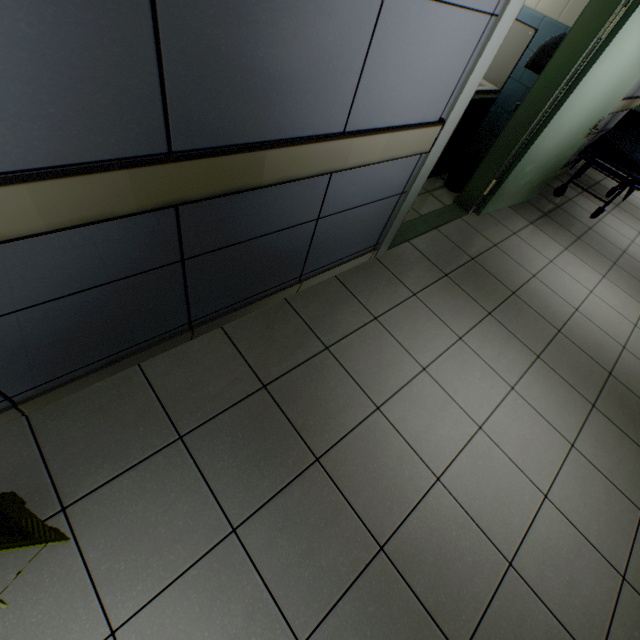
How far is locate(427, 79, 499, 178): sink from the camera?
3.4m

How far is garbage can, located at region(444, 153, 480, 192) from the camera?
3.7 meters

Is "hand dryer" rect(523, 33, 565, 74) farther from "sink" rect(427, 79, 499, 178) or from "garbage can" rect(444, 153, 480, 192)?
"garbage can" rect(444, 153, 480, 192)

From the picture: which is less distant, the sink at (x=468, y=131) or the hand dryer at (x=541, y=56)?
the hand dryer at (x=541, y=56)

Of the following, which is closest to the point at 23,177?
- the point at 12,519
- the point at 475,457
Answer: the point at 12,519

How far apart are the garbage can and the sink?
0.1m

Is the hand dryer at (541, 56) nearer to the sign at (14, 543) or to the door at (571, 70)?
the door at (571, 70)

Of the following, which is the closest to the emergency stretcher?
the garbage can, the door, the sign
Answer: the door
